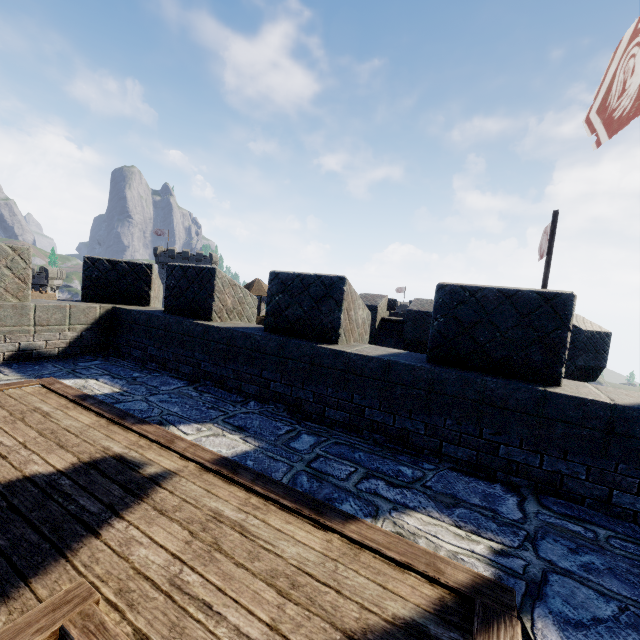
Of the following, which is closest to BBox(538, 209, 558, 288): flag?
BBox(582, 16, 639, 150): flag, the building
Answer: the building

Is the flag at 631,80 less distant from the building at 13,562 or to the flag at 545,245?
the building at 13,562

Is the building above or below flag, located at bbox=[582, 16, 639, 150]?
below

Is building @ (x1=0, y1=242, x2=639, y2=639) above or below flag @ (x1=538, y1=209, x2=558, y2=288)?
below

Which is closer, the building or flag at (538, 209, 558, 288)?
the building

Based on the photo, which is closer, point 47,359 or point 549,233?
point 47,359

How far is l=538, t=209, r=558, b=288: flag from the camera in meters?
12.0
